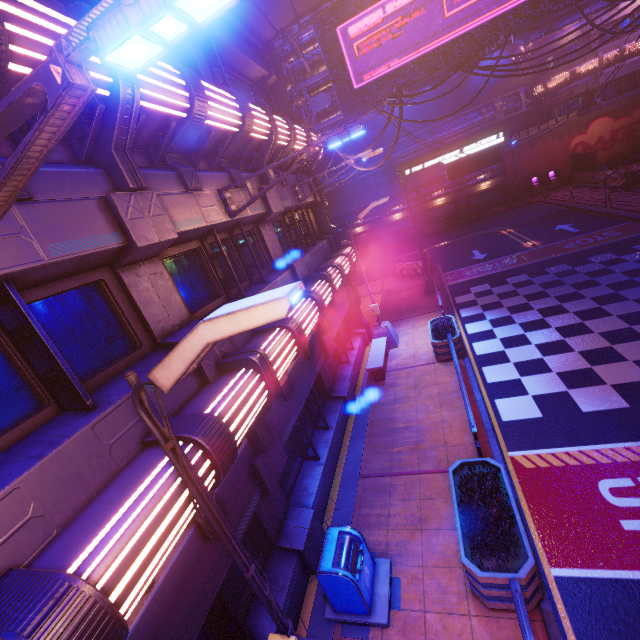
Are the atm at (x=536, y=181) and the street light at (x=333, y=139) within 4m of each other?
no

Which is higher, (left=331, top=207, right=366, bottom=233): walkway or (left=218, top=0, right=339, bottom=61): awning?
(left=218, top=0, right=339, bottom=61): awning

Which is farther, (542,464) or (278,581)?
(542,464)

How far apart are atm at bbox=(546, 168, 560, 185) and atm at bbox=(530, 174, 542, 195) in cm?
46

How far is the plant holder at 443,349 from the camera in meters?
11.6 m

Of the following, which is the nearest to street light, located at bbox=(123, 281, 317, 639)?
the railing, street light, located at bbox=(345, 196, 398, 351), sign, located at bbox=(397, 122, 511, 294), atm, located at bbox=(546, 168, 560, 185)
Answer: the railing

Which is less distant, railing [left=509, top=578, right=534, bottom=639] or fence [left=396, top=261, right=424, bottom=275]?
railing [left=509, top=578, right=534, bottom=639]

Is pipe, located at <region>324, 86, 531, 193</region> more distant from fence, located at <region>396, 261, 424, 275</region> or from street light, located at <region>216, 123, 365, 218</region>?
street light, located at <region>216, 123, 365, 218</region>
